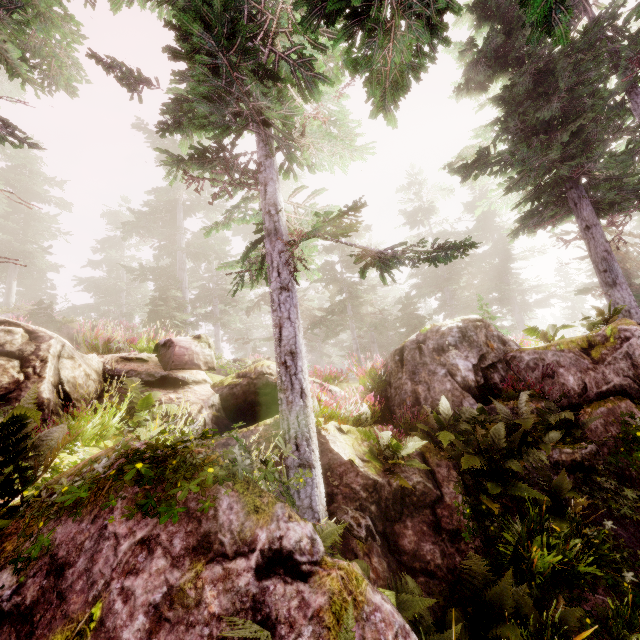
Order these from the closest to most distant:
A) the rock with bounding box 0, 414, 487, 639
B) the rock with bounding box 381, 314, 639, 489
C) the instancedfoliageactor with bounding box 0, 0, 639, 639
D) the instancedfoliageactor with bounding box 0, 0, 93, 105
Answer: the rock with bounding box 0, 414, 487, 639, the instancedfoliageactor with bounding box 0, 0, 639, 639, the instancedfoliageactor with bounding box 0, 0, 93, 105, the rock with bounding box 381, 314, 639, 489

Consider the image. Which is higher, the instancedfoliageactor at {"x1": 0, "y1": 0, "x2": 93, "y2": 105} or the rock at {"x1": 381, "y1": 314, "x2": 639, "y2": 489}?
the instancedfoliageactor at {"x1": 0, "y1": 0, "x2": 93, "y2": 105}

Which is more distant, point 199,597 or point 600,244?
point 600,244

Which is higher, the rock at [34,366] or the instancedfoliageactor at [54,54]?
the instancedfoliageactor at [54,54]

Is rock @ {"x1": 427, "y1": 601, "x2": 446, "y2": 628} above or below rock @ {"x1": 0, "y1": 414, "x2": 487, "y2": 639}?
below
